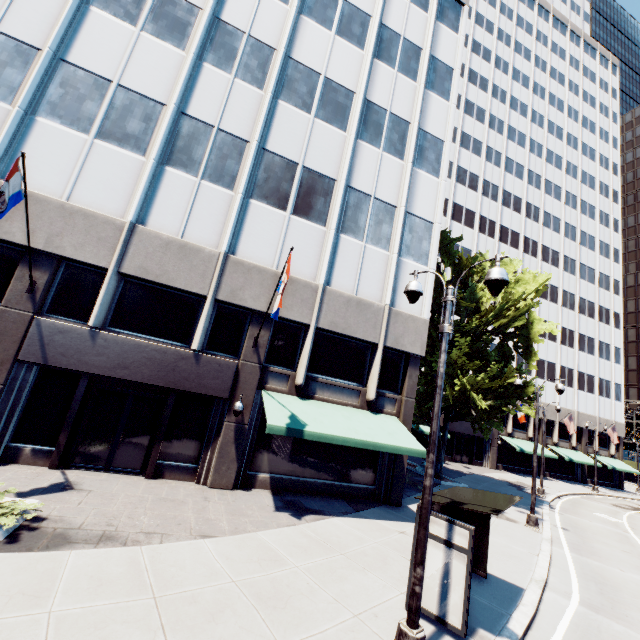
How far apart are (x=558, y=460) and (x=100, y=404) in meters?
51.2

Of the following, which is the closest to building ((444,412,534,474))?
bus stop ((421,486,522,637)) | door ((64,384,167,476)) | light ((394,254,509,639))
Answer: door ((64,384,167,476))

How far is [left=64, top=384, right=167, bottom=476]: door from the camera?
11.33m

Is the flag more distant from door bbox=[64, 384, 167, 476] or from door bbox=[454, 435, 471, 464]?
door bbox=[454, 435, 471, 464]

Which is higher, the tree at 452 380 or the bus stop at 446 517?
the tree at 452 380

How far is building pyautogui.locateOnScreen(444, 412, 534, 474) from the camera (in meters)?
35.84

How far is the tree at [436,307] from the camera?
19.31m

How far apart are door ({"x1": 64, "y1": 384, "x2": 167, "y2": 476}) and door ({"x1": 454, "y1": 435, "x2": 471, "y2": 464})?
33.3 meters
